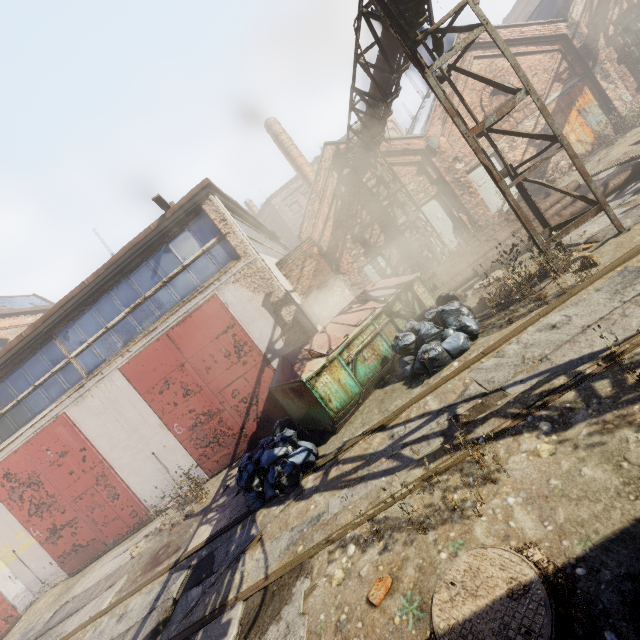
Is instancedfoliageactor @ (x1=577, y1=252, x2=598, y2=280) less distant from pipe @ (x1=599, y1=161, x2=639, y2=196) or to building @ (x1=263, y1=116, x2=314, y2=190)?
pipe @ (x1=599, y1=161, x2=639, y2=196)

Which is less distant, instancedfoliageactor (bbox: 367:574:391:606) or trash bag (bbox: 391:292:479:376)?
instancedfoliageactor (bbox: 367:574:391:606)

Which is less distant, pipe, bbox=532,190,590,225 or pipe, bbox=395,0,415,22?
pipe, bbox=395,0,415,22

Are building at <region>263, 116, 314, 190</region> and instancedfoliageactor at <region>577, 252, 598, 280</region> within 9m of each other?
no

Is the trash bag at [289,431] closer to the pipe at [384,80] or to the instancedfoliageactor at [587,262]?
the instancedfoliageactor at [587,262]

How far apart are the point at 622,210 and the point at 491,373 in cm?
567

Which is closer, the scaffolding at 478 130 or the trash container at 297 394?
the scaffolding at 478 130

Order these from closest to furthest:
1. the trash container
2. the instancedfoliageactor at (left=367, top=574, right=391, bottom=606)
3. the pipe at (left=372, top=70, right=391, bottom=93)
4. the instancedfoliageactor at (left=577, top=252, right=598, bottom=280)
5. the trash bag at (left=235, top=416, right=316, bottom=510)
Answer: the instancedfoliageactor at (left=367, top=574, right=391, bottom=606)
the instancedfoliageactor at (left=577, top=252, right=598, bottom=280)
the trash bag at (left=235, top=416, right=316, bottom=510)
the trash container
the pipe at (left=372, top=70, right=391, bottom=93)
